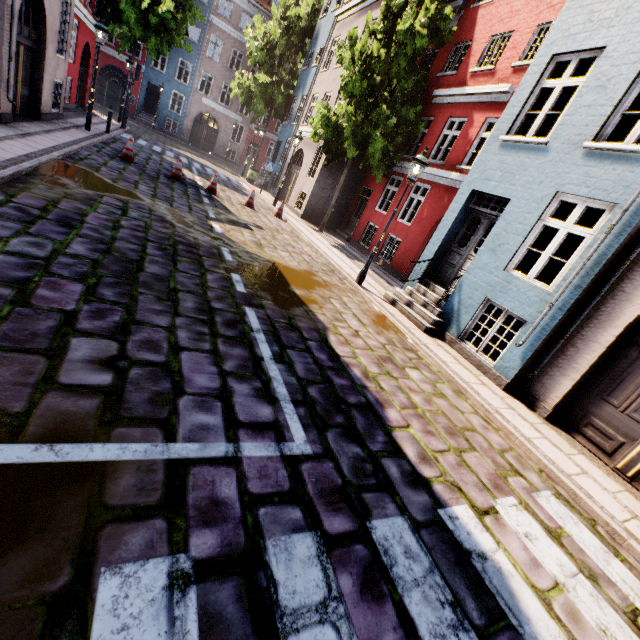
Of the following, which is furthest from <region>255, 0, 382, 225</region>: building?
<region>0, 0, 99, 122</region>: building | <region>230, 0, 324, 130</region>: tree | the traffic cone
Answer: <region>0, 0, 99, 122</region>: building

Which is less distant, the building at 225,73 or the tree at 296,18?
the tree at 296,18

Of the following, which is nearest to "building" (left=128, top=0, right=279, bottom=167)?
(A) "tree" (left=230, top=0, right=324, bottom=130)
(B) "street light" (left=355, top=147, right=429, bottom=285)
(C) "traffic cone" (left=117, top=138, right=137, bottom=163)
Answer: (B) "street light" (left=355, top=147, right=429, bottom=285)

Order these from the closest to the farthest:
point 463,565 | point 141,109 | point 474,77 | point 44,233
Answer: point 463,565
point 44,233
point 474,77
point 141,109

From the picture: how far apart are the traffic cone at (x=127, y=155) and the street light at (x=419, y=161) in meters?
9.3

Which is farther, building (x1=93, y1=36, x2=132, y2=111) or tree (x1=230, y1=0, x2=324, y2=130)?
building (x1=93, y1=36, x2=132, y2=111)

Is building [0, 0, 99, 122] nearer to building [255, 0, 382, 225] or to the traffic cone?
the traffic cone

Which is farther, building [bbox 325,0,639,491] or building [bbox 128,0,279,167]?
building [bbox 128,0,279,167]
